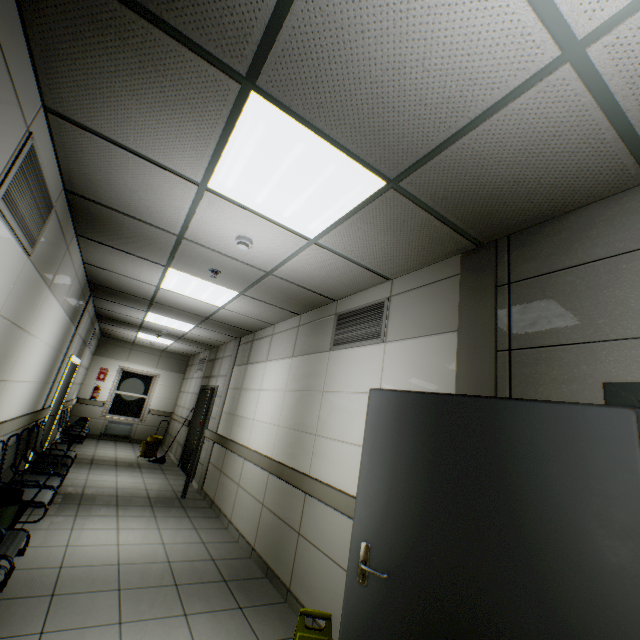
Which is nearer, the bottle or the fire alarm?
the fire alarm

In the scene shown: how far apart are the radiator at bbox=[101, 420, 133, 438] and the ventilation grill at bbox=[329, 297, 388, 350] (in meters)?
10.25

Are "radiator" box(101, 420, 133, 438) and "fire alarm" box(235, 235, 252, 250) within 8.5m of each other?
no

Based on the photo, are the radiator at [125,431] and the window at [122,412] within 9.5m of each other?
yes

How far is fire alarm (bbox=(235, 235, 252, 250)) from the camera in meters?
3.0 m

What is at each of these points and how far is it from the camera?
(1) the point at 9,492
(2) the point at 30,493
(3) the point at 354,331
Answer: (1) garbage can, 3.1 meters
(2) chair, 3.5 meters
(3) ventilation grill, 3.7 meters

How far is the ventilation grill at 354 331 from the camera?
3.3 meters

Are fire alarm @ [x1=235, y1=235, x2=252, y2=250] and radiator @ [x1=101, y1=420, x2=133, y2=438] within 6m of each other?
no
